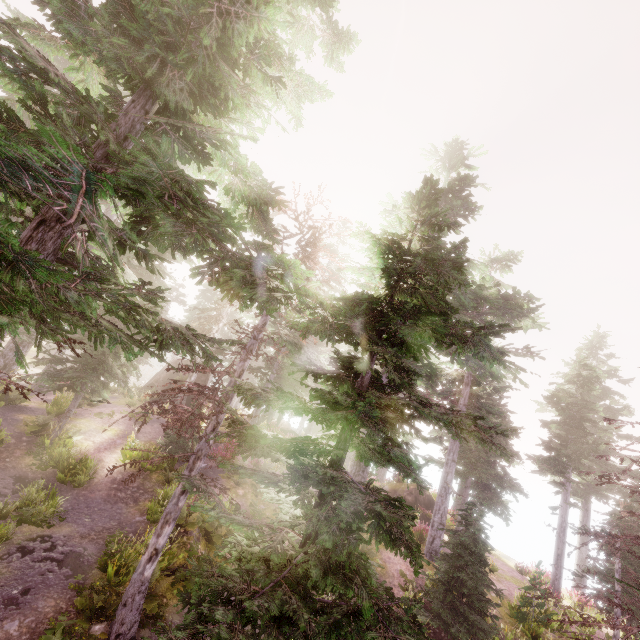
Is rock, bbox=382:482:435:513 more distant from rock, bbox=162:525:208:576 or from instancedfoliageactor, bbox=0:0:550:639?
rock, bbox=162:525:208:576

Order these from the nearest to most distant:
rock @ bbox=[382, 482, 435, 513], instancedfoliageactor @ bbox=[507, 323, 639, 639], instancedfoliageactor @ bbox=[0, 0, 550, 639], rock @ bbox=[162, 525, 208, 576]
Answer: instancedfoliageactor @ bbox=[0, 0, 550, 639], instancedfoliageactor @ bbox=[507, 323, 639, 639], rock @ bbox=[162, 525, 208, 576], rock @ bbox=[382, 482, 435, 513]

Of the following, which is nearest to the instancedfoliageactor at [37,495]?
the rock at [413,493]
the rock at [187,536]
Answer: the rock at [187,536]

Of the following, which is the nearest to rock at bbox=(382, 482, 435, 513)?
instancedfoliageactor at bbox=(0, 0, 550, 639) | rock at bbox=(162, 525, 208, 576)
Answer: instancedfoliageactor at bbox=(0, 0, 550, 639)

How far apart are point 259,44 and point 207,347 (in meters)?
6.27

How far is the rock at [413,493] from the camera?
26.9 meters

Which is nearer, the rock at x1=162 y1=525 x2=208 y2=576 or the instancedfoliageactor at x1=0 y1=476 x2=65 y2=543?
the instancedfoliageactor at x1=0 y1=476 x2=65 y2=543
